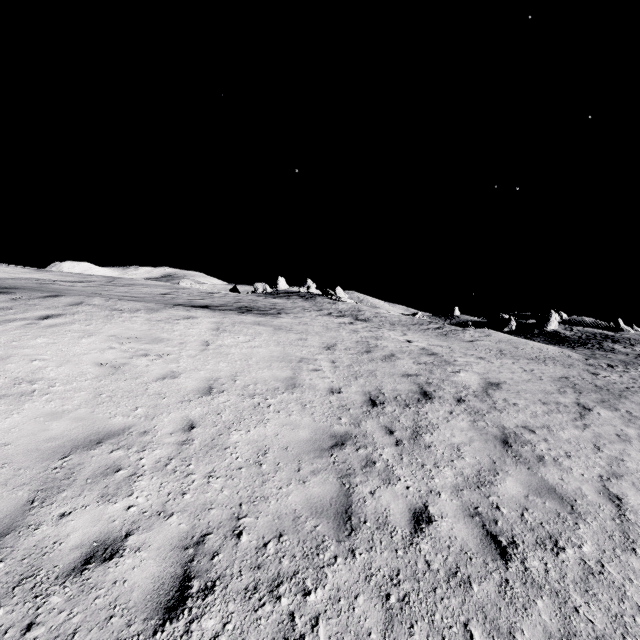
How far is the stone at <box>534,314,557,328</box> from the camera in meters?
57.4

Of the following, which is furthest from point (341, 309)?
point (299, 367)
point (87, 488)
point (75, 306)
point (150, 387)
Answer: point (87, 488)

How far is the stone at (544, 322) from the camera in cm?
5744
